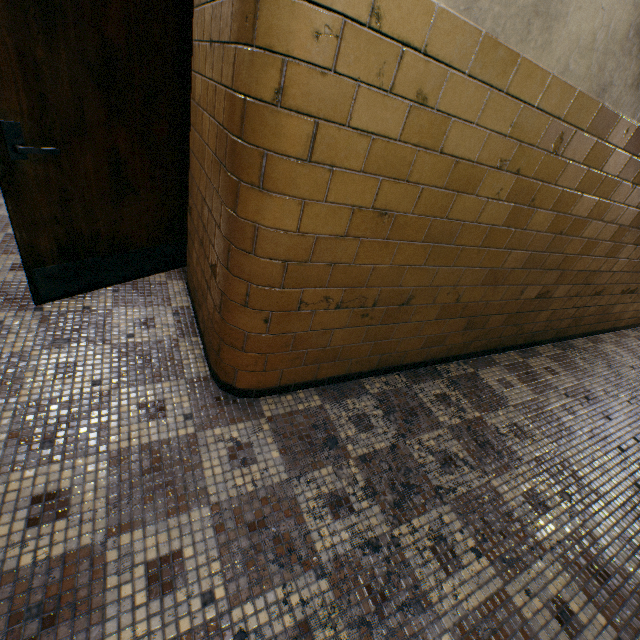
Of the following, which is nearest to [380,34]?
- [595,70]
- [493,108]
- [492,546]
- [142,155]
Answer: [493,108]
